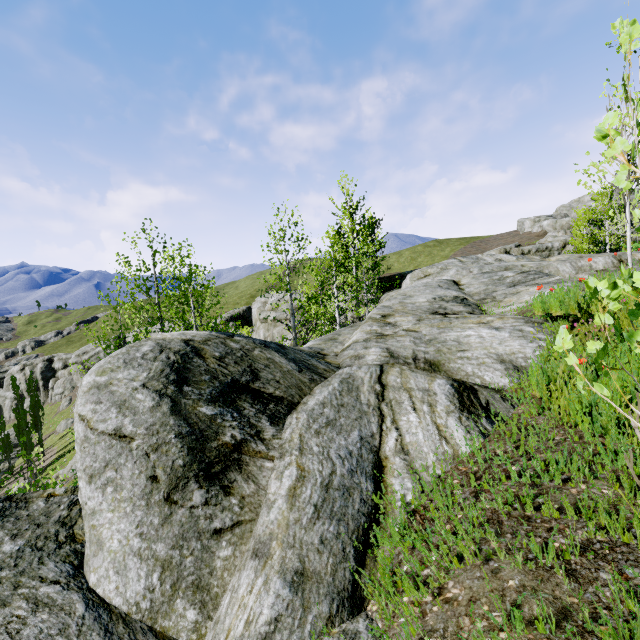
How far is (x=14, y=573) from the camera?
2.1 meters

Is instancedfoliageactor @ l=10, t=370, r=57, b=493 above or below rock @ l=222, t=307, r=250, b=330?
below

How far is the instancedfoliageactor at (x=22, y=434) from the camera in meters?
7.1 m

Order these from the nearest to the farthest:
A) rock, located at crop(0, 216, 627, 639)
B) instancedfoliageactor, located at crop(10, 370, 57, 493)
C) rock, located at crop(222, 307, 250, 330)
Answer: rock, located at crop(0, 216, 627, 639) < instancedfoliageactor, located at crop(10, 370, 57, 493) < rock, located at crop(222, 307, 250, 330)

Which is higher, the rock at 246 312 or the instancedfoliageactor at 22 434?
the rock at 246 312

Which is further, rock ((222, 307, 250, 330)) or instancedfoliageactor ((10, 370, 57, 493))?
rock ((222, 307, 250, 330))

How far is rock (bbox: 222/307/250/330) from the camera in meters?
56.2 m
